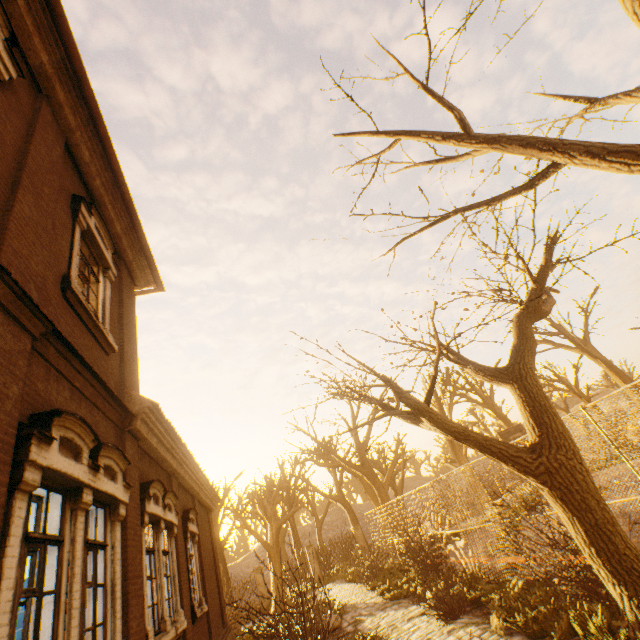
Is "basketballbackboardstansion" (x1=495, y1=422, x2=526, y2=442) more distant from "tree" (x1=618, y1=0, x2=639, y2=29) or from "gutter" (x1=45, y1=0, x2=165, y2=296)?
"gutter" (x1=45, y1=0, x2=165, y2=296)

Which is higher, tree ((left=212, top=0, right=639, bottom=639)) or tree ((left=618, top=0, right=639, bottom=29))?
tree ((left=618, top=0, right=639, bottom=29))

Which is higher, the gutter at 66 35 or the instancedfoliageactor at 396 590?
the gutter at 66 35

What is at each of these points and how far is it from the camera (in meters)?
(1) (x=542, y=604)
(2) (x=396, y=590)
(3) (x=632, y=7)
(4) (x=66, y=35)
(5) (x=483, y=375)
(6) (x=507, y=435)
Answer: (1) instancedfoliageactor, 6.50
(2) instancedfoliageactor, 11.70
(3) tree, 3.31
(4) gutter, 5.48
(5) tree, 6.03
(6) basketballbackboardstansion, 17.23

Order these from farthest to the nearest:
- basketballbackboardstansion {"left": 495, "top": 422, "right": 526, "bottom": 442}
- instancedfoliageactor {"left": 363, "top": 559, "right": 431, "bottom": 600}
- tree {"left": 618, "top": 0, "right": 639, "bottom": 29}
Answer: basketballbackboardstansion {"left": 495, "top": 422, "right": 526, "bottom": 442}, instancedfoliageactor {"left": 363, "top": 559, "right": 431, "bottom": 600}, tree {"left": 618, "top": 0, "right": 639, "bottom": 29}

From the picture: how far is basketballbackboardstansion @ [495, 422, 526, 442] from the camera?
17.1m

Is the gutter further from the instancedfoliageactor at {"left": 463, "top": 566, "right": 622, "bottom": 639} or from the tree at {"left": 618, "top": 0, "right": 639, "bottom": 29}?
the instancedfoliageactor at {"left": 463, "top": 566, "right": 622, "bottom": 639}

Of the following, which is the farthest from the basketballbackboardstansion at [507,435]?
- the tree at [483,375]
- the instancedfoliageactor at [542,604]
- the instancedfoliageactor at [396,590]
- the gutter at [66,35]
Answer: the gutter at [66,35]
